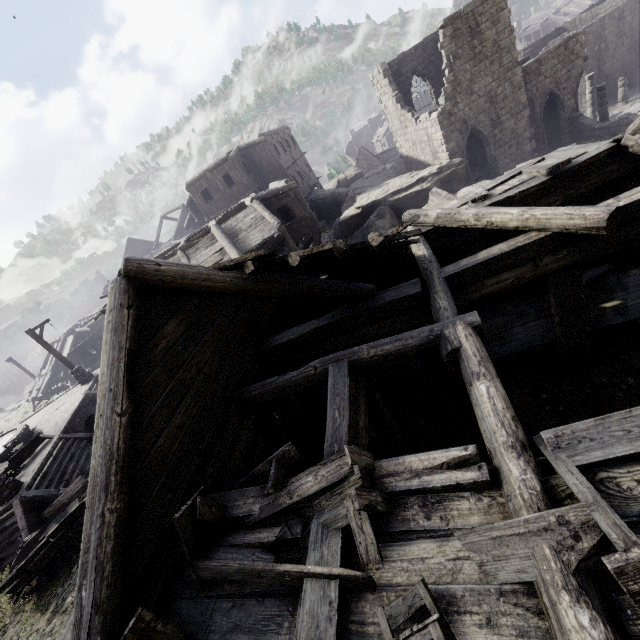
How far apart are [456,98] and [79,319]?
46.1 meters

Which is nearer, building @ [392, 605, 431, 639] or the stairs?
building @ [392, 605, 431, 639]

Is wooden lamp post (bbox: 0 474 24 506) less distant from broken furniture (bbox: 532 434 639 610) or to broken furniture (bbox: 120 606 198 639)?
broken furniture (bbox: 120 606 198 639)

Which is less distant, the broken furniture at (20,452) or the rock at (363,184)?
the broken furniture at (20,452)

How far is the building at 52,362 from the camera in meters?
31.9

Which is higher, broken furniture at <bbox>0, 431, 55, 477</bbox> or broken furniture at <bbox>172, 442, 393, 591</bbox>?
broken furniture at <bbox>172, 442, 393, 591</bbox>

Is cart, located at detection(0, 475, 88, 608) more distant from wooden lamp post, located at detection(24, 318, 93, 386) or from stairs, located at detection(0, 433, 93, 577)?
wooden lamp post, located at detection(24, 318, 93, 386)

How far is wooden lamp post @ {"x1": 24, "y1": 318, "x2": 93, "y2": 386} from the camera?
20.5 meters
